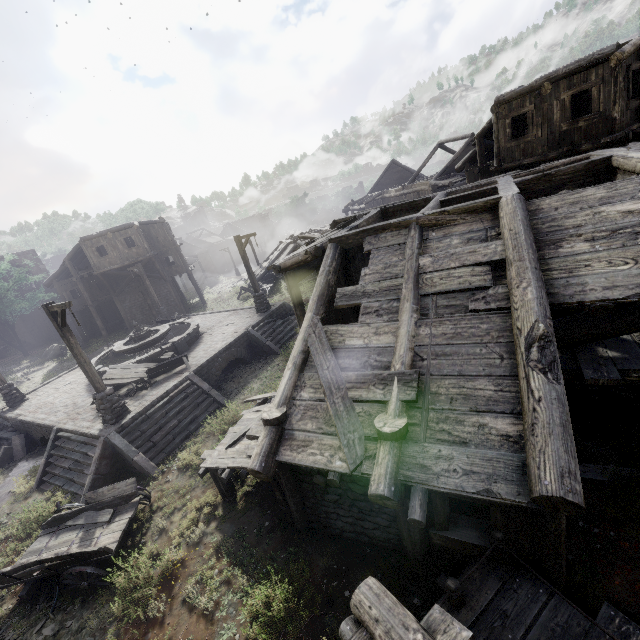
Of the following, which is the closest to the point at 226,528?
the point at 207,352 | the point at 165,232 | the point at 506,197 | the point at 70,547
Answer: the point at 70,547

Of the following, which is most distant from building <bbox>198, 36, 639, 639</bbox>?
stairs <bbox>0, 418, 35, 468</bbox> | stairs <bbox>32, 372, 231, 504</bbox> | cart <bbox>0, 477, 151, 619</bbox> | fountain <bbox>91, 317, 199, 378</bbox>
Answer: fountain <bbox>91, 317, 199, 378</bbox>

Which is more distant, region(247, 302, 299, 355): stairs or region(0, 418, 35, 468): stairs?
region(247, 302, 299, 355): stairs

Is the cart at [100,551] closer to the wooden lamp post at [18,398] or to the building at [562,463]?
the building at [562,463]

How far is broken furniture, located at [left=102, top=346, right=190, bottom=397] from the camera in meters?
14.0 m

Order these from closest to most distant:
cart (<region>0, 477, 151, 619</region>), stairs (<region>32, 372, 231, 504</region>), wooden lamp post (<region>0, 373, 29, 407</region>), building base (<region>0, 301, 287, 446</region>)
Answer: cart (<region>0, 477, 151, 619</region>)
stairs (<region>32, 372, 231, 504</region>)
building base (<region>0, 301, 287, 446</region>)
wooden lamp post (<region>0, 373, 29, 407</region>)

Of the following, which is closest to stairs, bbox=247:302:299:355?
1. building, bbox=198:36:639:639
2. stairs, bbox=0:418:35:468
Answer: building, bbox=198:36:639:639

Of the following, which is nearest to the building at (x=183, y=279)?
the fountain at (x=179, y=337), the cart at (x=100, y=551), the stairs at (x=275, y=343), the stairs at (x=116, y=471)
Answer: the cart at (x=100, y=551)
